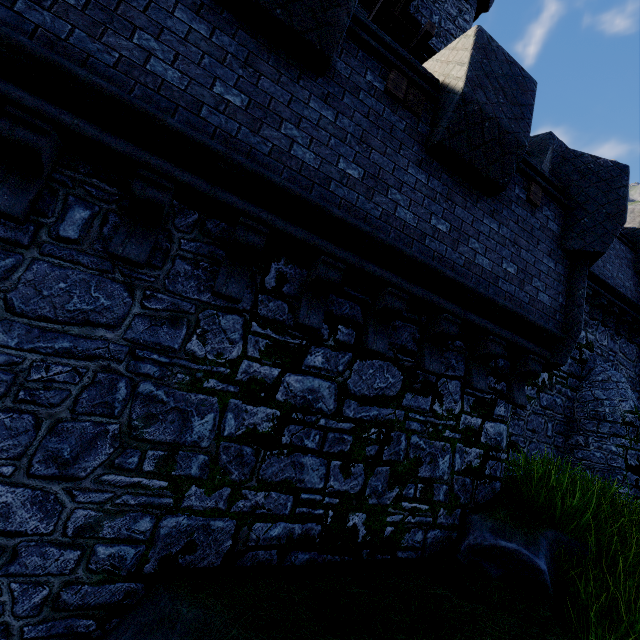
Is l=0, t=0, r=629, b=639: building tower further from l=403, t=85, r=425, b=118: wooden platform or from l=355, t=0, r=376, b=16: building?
l=355, t=0, r=376, b=16: building

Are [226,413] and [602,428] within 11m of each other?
no

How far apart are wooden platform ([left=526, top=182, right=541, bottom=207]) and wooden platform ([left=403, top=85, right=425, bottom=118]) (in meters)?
2.46

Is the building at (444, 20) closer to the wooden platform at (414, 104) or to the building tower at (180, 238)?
the building tower at (180, 238)

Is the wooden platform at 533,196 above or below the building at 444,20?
below

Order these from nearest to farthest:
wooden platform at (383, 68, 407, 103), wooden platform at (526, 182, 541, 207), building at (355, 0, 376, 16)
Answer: wooden platform at (383, 68, 407, 103) < wooden platform at (526, 182, 541, 207) < building at (355, 0, 376, 16)

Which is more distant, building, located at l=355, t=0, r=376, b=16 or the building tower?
building, located at l=355, t=0, r=376, b=16
